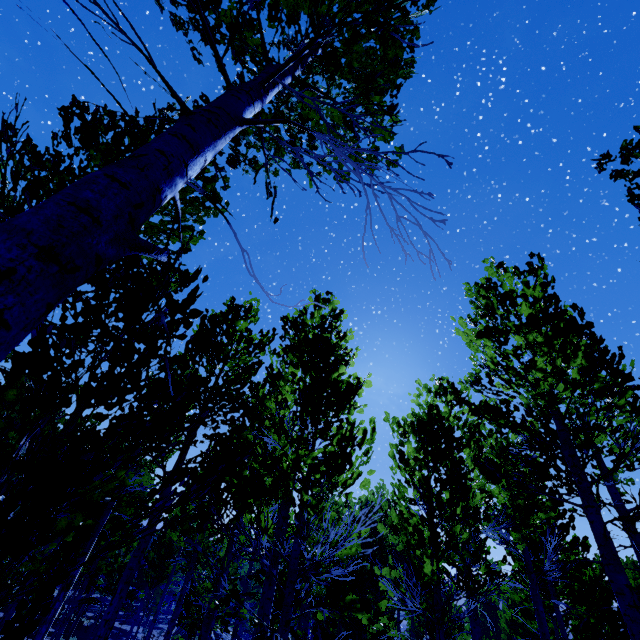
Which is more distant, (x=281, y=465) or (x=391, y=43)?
(x=281, y=465)
